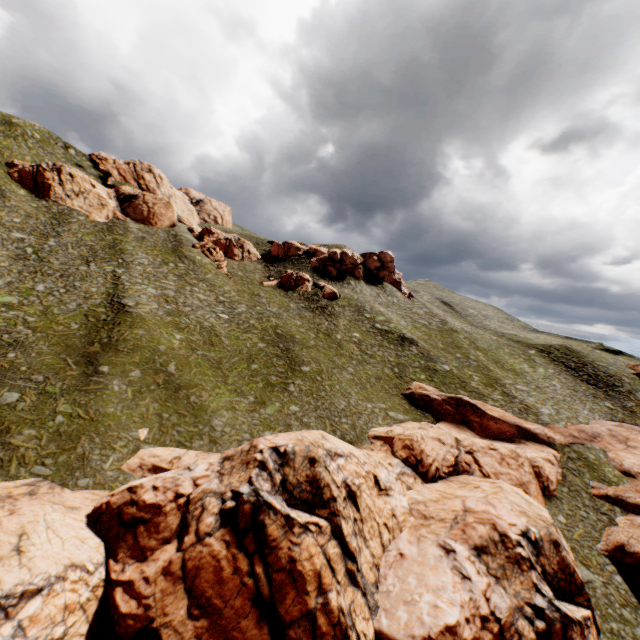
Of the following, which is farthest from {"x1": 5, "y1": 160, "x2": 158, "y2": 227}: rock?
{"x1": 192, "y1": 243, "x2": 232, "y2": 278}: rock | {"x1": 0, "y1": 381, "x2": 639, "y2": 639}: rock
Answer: {"x1": 0, "y1": 381, "x2": 639, "y2": 639}: rock

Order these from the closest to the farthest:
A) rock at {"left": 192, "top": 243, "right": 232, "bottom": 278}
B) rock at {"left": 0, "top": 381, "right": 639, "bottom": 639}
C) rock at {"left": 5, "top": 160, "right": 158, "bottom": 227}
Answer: rock at {"left": 0, "top": 381, "right": 639, "bottom": 639}, rock at {"left": 5, "top": 160, "right": 158, "bottom": 227}, rock at {"left": 192, "top": 243, "right": 232, "bottom": 278}

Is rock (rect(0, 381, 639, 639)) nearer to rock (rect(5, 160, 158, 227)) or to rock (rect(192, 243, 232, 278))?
rock (rect(5, 160, 158, 227))

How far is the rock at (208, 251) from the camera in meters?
57.5 m

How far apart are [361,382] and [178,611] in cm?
2904

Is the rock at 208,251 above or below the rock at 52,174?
below
